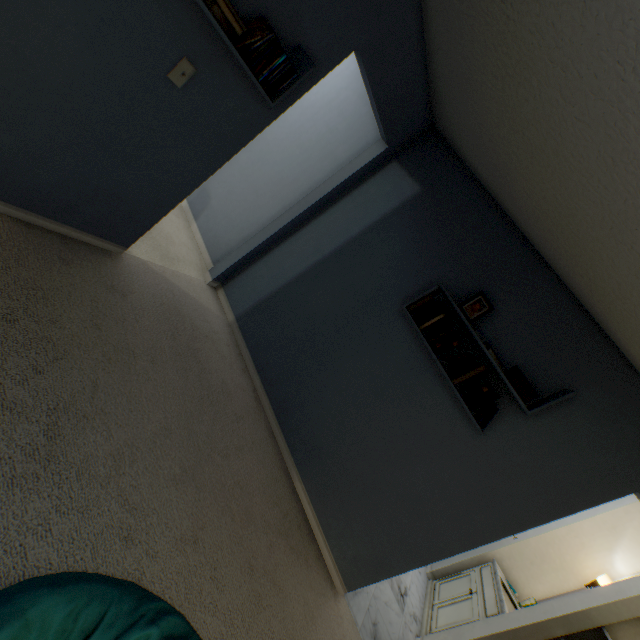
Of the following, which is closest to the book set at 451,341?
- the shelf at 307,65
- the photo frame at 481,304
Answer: the photo frame at 481,304

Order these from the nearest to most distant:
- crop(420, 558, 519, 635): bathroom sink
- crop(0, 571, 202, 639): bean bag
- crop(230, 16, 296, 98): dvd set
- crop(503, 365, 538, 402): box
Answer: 1. crop(0, 571, 202, 639): bean bag
2. crop(230, 16, 296, 98): dvd set
3. crop(503, 365, 538, 402): box
4. crop(420, 558, 519, 635): bathroom sink

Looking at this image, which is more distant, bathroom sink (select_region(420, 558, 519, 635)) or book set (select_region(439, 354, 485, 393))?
bathroom sink (select_region(420, 558, 519, 635))

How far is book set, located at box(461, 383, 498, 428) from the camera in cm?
208

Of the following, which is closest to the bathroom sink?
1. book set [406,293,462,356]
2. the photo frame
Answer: book set [406,293,462,356]

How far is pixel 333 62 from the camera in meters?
1.9 m

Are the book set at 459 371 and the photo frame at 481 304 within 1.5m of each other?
yes

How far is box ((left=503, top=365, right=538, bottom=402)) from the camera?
2.0 meters
